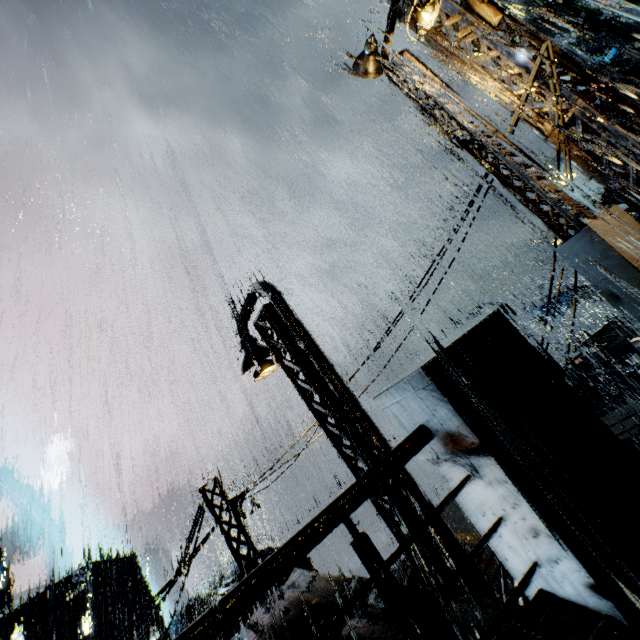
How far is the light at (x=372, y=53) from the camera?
7.7 meters

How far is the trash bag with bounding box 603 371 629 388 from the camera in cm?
1462

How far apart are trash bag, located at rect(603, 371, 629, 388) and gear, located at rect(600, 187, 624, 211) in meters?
25.4

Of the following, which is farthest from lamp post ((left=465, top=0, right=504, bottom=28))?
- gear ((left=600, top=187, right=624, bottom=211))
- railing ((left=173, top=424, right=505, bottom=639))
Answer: gear ((left=600, top=187, right=624, bottom=211))

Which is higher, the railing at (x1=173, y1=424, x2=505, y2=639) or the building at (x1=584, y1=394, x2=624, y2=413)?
the railing at (x1=173, y1=424, x2=505, y2=639)

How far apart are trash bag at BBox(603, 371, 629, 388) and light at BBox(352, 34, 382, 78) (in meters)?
16.32

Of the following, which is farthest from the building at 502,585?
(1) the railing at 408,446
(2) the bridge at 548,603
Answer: (1) the railing at 408,446

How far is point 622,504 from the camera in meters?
1.8 m
